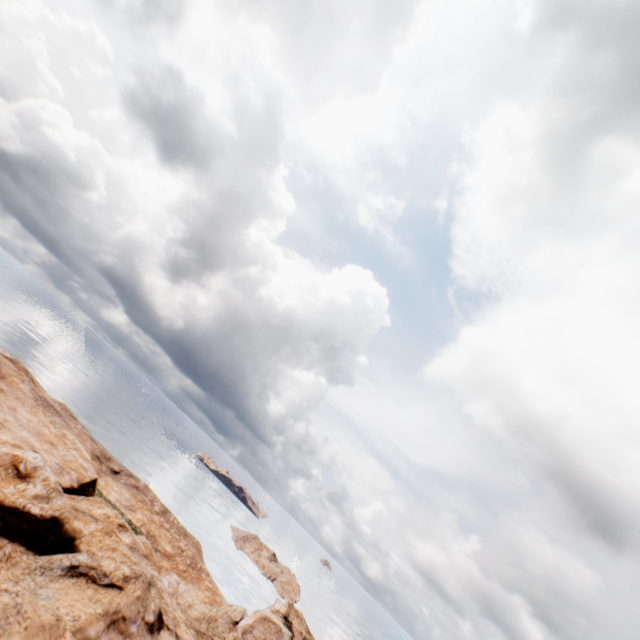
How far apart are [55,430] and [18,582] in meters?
18.9 m
